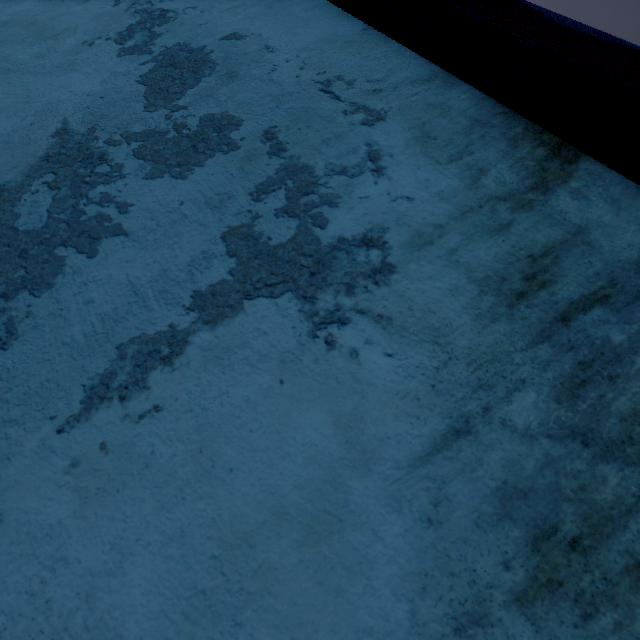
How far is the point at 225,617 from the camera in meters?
A: 0.4
